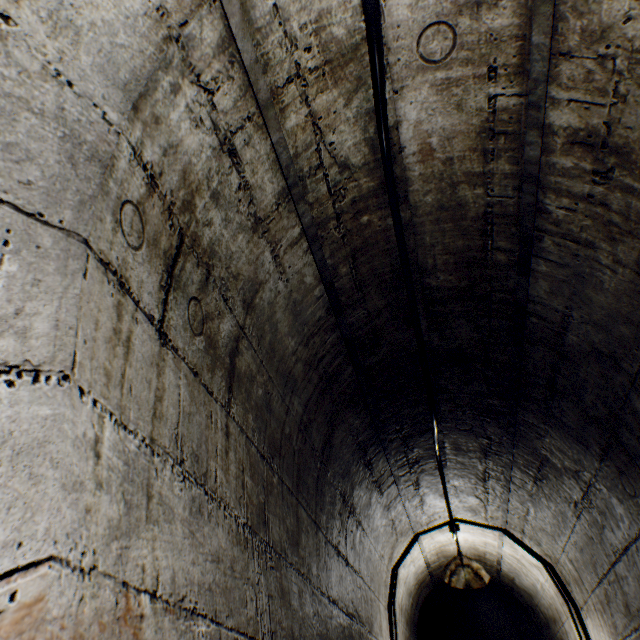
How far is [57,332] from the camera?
0.7m

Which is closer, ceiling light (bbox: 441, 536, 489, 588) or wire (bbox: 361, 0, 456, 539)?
Result: wire (bbox: 361, 0, 456, 539)

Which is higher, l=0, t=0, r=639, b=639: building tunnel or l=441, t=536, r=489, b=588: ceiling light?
l=0, t=0, r=639, b=639: building tunnel

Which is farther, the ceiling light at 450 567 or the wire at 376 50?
the ceiling light at 450 567

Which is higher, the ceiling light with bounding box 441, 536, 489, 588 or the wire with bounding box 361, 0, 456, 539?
the wire with bounding box 361, 0, 456, 539

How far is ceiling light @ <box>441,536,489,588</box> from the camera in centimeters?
316cm

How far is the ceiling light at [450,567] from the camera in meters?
3.2

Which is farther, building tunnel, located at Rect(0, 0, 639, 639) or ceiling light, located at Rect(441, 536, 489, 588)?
ceiling light, located at Rect(441, 536, 489, 588)
